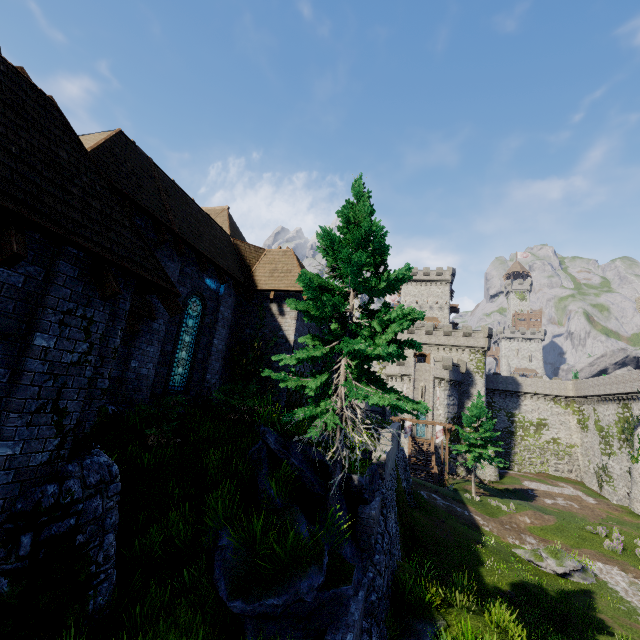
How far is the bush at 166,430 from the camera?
8.8 meters

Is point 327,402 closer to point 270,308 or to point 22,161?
point 22,161

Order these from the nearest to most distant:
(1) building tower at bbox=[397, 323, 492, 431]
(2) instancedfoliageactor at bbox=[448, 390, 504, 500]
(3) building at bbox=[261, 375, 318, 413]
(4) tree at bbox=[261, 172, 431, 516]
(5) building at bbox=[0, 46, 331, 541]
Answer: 1. (5) building at bbox=[0, 46, 331, 541]
2. (4) tree at bbox=[261, 172, 431, 516]
3. (3) building at bbox=[261, 375, 318, 413]
4. (2) instancedfoliageactor at bbox=[448, 390, 504, 500]
5. (1) building tower at bbox=[397, 323, 492, 431]

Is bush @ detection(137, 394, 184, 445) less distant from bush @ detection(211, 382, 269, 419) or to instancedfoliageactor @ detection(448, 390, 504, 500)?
bush @ detection(211, 382, 269, 419)

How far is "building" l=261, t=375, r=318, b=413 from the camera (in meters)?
14.37

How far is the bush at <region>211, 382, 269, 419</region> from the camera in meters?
10.8

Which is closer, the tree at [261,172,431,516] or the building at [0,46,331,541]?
the building at [0,46,331,541]

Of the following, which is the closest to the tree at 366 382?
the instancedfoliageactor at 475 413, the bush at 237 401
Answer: the bush at 237 401
